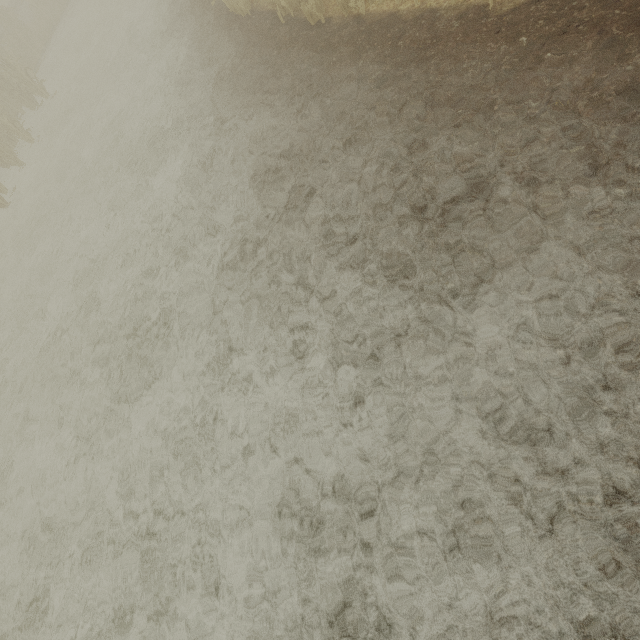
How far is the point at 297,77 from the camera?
5.9 meters
